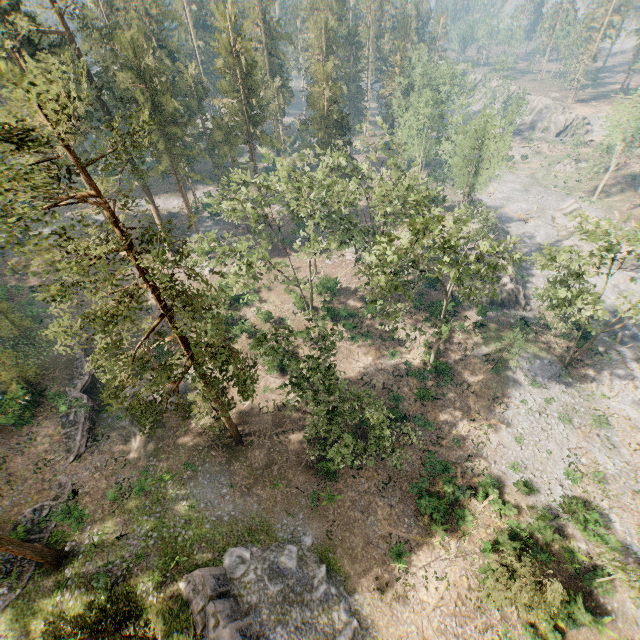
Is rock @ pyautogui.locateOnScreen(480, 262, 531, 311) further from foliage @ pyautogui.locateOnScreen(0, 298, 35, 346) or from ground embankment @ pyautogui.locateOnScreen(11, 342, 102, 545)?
ground embankment @ pyautogui.locateOnScreen(11, 342, 102, 545)

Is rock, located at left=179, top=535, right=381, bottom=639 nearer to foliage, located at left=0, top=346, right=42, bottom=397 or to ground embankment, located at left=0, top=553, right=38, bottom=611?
foliage, located at left=0, top=346, right=42, bottom=397

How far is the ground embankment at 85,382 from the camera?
23.4m

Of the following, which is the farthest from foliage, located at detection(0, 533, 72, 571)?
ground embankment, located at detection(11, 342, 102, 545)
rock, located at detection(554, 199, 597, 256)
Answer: rock, located at detection(554, 199, 597, 256)

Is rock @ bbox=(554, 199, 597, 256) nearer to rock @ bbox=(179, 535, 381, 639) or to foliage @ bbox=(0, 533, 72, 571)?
foliage @ bbox=(0, 533, 72, 571)

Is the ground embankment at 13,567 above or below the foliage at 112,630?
below

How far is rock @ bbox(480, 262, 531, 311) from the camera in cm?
4183

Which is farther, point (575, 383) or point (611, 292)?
point (611, 292)
